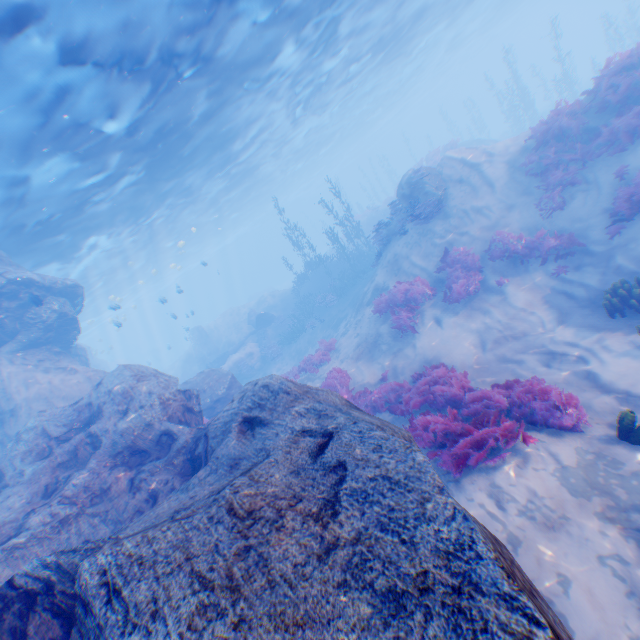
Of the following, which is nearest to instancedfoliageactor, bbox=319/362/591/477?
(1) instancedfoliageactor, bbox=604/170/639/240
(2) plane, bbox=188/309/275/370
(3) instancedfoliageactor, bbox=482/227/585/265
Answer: (3) instancedfoliageactor, bbox=482/227/585/265

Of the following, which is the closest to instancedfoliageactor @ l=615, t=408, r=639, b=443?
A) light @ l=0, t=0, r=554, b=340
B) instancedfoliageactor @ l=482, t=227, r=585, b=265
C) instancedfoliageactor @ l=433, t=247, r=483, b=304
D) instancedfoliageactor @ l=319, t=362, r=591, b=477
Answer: instancedfoliageactor @ l=319, t=362, r=591, b=477

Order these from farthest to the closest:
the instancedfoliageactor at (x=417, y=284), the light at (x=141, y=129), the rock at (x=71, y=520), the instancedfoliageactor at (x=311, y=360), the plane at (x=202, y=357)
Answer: the plane at (x=202, y=357) → the instancedfoliageactor at (x=311, y=360) → the instancedfoliageactor at (x=417, y=284) → the light at (x=141, y=129) → the rock at (x=71, y=520)

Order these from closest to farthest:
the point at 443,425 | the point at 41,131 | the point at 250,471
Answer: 1. the point at 250,471
2. the point at 443,425
3. the point at 41,131

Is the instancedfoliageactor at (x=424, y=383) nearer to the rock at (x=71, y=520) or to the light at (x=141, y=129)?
the rock at (x=71, y=520)

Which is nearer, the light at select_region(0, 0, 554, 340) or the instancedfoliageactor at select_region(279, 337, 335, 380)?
the light at select_region(0, 0, 554, 340)

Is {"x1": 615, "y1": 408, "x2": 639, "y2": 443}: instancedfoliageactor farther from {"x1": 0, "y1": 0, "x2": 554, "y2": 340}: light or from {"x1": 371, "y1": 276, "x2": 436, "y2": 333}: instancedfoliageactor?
{"x1": 0, "y1": 0, "x2": 554, "y2": 340}: light

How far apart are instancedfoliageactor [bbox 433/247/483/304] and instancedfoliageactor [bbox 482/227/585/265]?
0.4m
